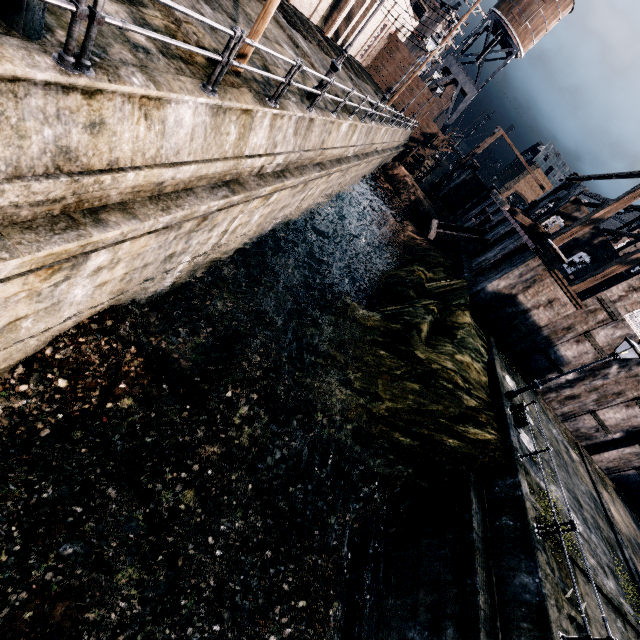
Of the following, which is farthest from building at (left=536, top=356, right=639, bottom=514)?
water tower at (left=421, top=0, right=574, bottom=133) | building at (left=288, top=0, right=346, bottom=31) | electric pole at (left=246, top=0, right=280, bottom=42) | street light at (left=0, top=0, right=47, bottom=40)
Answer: street light at (left=0, top=0, right=47, bottom=40)

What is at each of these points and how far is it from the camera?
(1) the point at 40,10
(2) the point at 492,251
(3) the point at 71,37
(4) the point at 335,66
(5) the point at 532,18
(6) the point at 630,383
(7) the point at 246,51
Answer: (1) street light, 4.0 meters
(2) building, 25.8 meters
(3) metal railing, 3.9 meters
(4) street light, 12.0 meters
(5) water tower, 41.8 meters
(6) building, 20.7 meters
(7) electric pole, 8.0 meters

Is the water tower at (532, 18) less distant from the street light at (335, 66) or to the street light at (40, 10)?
Answer: the street light at (335, 66)

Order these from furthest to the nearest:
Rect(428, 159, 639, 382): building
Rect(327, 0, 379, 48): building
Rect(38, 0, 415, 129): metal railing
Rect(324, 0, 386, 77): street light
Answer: Rect(327, 0, 379, 48): building → Rect(428, 159, 639, 382): building → Rect(324, 0, 386, 77): street light → Rect(38, 0, 415, 129): metal railing

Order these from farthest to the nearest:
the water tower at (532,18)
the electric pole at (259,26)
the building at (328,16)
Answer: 1. the water tower at (532,18)
2. the building at (328,16)
3. the electric pole at (259,26)

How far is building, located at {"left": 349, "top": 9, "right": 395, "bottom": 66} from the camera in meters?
38.1

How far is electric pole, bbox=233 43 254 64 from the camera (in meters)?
7.93

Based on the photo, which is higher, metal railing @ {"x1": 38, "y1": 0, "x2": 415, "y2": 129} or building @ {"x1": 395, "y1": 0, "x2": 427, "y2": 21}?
building @ {"x1": 395, "y1": 0, "x2": 427, "y2": 21}
